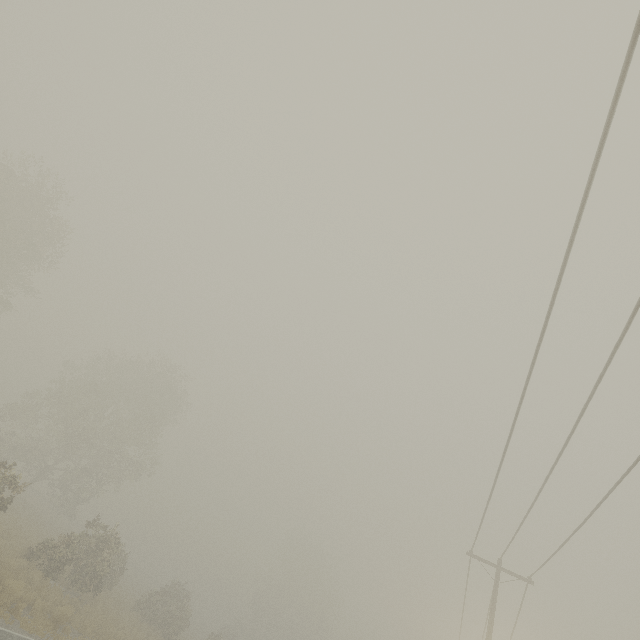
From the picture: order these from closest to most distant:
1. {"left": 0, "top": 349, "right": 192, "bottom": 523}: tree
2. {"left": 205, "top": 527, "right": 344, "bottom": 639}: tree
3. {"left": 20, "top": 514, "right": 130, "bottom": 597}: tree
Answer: {"left": 20, "top": 514, "right": 130, "bottom": 597}: tree
{"left": 0, "top": 349, "right": 192, "bottom": 523}: tree
{"left": 205, "top": 527, "right": 344, "bottom": 639}: tree

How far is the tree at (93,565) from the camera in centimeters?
1780cm

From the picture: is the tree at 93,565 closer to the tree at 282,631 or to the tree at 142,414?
the tree at 142,414

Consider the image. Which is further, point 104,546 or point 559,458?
point 104,546

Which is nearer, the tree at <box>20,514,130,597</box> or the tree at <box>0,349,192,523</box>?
the tree at <box>20,514,130,597</box>

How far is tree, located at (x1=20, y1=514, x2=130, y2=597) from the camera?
17.8 meters

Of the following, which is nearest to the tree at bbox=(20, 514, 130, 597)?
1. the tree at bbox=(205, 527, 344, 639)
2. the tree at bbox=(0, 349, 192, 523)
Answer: the tree at bbox=(0, 349, 192, 523)

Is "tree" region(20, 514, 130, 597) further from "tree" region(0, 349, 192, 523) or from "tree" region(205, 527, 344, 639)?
"tree" region(205, 527, 344, 639)
